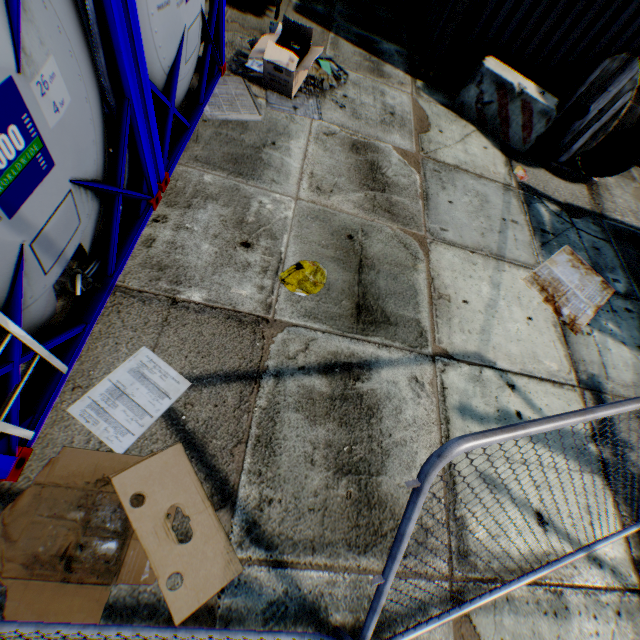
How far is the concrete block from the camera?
6.13m

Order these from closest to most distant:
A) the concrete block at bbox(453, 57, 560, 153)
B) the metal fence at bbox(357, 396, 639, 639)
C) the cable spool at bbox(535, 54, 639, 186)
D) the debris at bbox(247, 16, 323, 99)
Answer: the metal fence at bbox(357, 396, 639, 639) → the debris at bbox(247, 16, 323, 99) → the cable spool at bbox(535, 54, 639, 186) → the concrete block at bbox(453, 57, 560, 153)

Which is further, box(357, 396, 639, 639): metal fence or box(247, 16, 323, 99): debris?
box(247, 16, 323, 99): debris

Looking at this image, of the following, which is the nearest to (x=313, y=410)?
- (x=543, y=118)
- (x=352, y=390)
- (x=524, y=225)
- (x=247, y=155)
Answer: (x=352, y=390)

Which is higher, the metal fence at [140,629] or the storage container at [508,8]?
the storage container at [508,8]

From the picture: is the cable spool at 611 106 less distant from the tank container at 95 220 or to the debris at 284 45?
the debris at 284 45

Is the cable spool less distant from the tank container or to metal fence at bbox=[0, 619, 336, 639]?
metal fence at bbox=[0, 619, 336, 639]

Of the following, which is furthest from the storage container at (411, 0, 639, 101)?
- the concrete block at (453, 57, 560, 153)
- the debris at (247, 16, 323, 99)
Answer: the debris at (247, 16, 323, 99)
